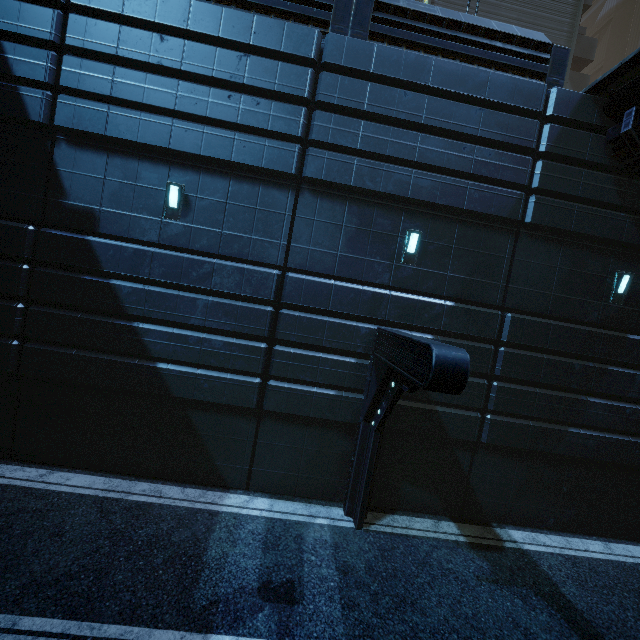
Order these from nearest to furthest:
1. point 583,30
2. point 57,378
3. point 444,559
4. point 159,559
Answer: point 159,559, point 444,559, point 57,378, point 583,30
